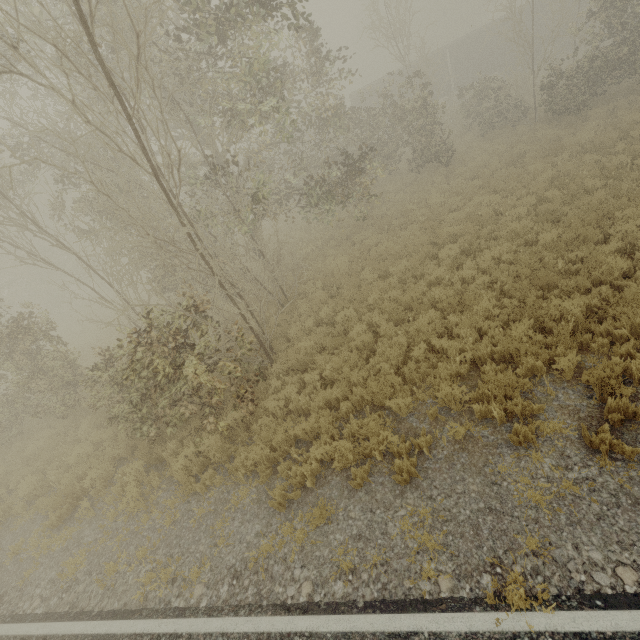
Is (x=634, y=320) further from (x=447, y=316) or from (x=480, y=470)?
(x=480, y=470)

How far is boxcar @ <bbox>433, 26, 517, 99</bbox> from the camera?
29.44m

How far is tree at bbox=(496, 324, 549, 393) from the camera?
5.64m

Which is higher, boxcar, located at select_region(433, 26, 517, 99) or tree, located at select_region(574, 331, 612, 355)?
boxcar, located at select_region(433, 26, 517, 99)

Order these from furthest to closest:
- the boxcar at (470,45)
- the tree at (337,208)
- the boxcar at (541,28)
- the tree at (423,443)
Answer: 1. the boxcar at (470,45)
2. the boxcar at (541,28)
3. the tree at (337,208)
4. the tree at (423,443)

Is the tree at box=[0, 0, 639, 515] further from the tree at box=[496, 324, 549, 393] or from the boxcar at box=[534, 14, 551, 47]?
the boxcar at box=[534, 14, 551, 47]

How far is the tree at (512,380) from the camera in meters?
5.6 m
